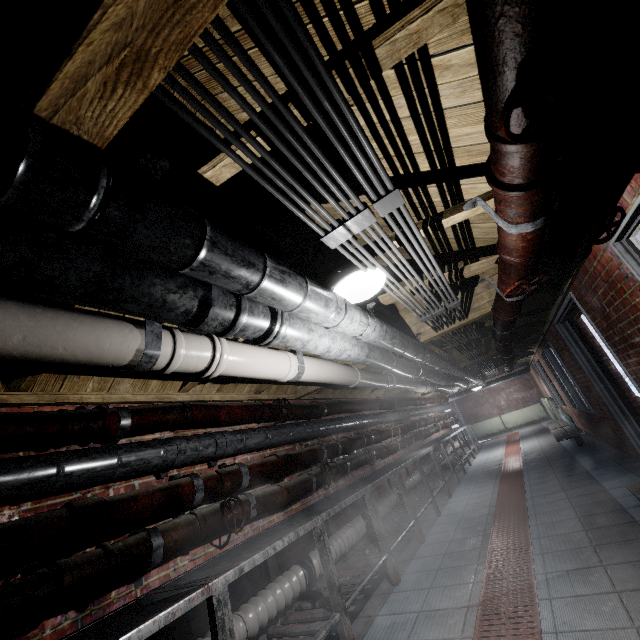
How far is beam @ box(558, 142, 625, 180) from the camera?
1.4 meters

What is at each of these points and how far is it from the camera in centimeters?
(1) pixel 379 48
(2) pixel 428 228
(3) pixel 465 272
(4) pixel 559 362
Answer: (1) beam, 89cm
(2) beam, 181cm
(3) beam, 252cm
(4) window, 619cm

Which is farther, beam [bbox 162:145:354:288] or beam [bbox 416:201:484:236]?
beam [bbox 416:201:484:236]

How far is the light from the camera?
1.66m

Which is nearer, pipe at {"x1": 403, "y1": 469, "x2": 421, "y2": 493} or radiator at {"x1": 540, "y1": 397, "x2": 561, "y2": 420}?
pipe at {"x1": 403, "y1": 469, "x2": 421, "y2": 493}

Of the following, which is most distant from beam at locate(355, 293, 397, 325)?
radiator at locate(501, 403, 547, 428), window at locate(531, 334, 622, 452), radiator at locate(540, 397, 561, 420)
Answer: radiator at locate(501, 403, 547, 428)

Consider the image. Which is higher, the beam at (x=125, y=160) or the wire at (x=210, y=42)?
the beam at (x=125, y=160)

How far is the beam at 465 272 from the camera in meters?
2.4 m
